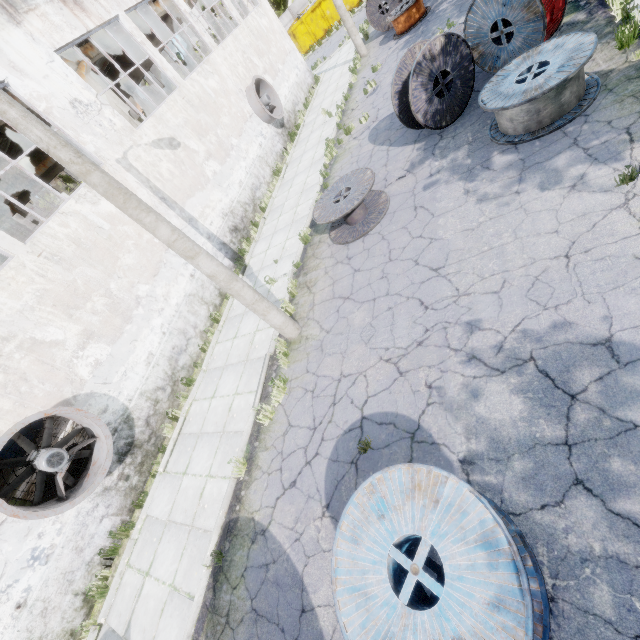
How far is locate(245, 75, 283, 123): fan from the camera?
16.2 meters

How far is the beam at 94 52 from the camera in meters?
13.2 m

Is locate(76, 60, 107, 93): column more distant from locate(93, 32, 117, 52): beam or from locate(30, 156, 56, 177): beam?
locate(30, 156, 56, 177): beam

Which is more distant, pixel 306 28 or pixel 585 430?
pixel 306 28

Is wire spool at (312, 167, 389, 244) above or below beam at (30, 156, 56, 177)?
below

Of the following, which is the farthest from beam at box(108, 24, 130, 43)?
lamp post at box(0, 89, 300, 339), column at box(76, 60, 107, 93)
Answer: lamp post at box(0, 89, 300, 339)

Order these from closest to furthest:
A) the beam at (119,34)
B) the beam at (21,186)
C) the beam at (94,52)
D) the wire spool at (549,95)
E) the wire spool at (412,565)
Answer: the wire spool at (412,565)
the wire spool at (549,95)
the beam at (94,52)
the beam at (119,34)
the beam at (21,186)

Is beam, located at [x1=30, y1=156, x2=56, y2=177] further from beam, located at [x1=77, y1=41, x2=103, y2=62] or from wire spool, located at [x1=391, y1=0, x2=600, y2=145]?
wire spool, located at [x1=391, y1=0, x2=600, y2=145]
